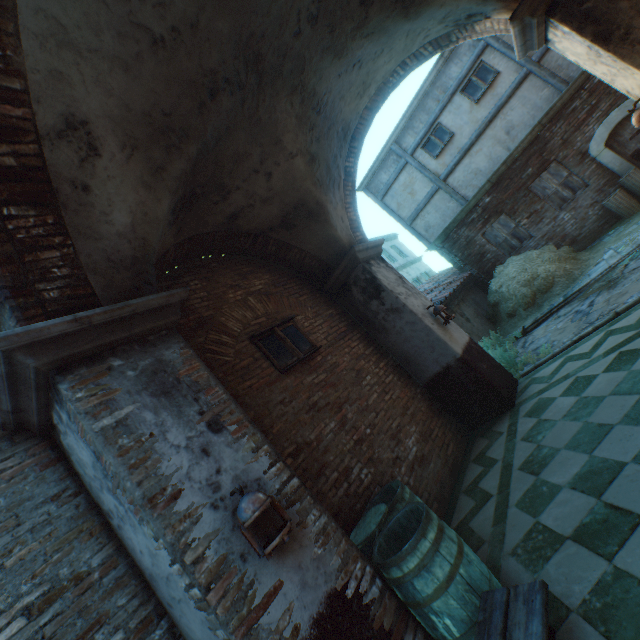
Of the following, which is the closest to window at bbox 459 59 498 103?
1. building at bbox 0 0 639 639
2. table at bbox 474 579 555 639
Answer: building at bbox 0 0 639 639

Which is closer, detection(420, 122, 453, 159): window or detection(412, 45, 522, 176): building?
detection(412, 45, 522, 176): building

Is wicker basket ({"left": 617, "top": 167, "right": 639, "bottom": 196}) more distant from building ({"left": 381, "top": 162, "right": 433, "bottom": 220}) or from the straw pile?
the straw pile

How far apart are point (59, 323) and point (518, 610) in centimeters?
363cm

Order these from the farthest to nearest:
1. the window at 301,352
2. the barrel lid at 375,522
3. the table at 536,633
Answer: the window at 301,352 < the barrel lid at 375,522 < the table at 536,633

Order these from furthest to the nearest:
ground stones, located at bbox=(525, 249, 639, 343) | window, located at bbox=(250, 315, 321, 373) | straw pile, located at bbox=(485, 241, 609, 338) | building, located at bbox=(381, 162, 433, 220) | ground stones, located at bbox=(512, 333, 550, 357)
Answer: building, located at bbox=(381, 162, 433, 220), straw pile, located at bbox=(485, 241, 609, 338), ground stones, located at bbox=(512, 333, 550, 357), ground stones, located at bbox=(525, 249, 639, 343), window, located at bbox=(250, 315, 321, 373)

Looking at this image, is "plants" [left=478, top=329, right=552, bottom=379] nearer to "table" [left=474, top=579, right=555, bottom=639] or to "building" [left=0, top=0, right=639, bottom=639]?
"building" [left=0, top=0, right=639, bottom=639]

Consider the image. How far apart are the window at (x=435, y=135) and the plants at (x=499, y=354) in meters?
7.4
